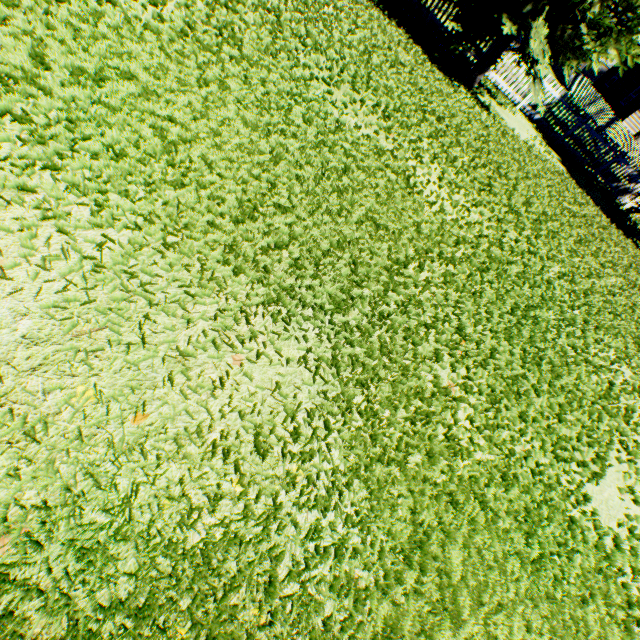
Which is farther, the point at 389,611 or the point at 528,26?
the point at 528,26

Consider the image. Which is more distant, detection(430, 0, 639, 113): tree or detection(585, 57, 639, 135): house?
detection(585, 57, 639, 135): house

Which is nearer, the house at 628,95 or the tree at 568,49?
the tree at 568,49
